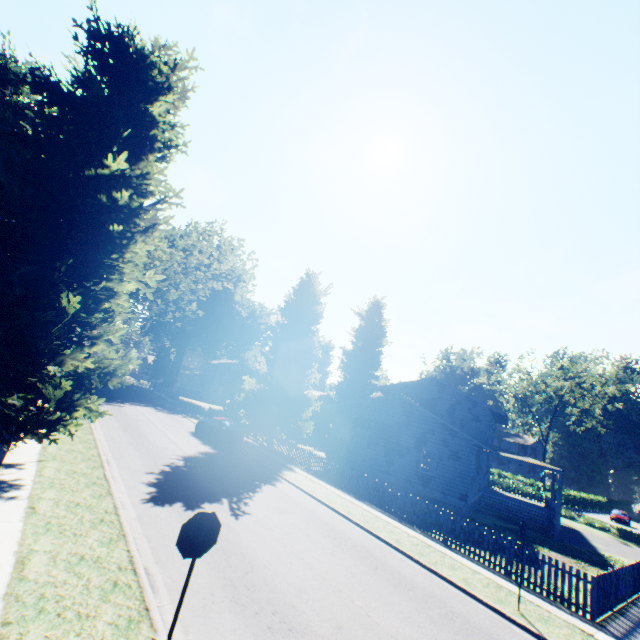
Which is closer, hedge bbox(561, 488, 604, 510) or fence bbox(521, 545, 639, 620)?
fence bbox(521, 545, 639, 620)

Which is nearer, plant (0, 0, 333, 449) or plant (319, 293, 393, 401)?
plant (0, 0, 333, 449)

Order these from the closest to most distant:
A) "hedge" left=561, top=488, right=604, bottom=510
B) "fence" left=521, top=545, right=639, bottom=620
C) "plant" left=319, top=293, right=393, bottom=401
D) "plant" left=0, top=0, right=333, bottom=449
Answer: "plant" left=0, top=0, right=333, bottom=449
"fence" left=521, top=545, right=639, bottom=620
"hedge" left=561, top=488, right=604, bottom=510
"plant" left=319, top=293, right=393, bottom=401

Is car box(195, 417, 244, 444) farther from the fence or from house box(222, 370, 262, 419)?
house box(222, 370, 262, 419)

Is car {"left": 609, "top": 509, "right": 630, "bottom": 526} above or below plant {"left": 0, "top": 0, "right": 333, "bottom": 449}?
below

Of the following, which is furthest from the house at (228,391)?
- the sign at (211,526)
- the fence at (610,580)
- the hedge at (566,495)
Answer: the hedge at (566,495)

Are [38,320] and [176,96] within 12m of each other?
yes

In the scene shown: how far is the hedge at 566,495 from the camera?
47.78m
